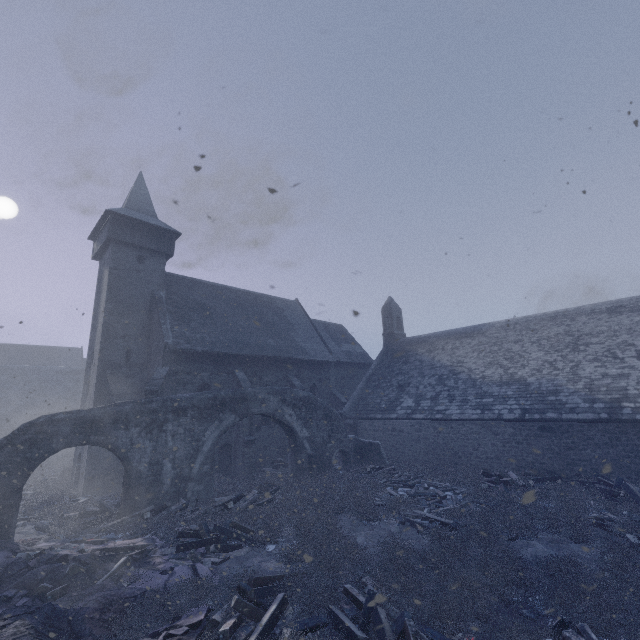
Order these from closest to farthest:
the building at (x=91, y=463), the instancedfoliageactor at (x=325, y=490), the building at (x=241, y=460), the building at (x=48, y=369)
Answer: the instancedfoliageactor at (x=325, y=490) < the building at (x=48, y=369) < the building at (x=91, y=463) < the building at (x=241, y=460)

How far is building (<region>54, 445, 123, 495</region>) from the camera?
15.7 meters

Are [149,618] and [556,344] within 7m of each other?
no

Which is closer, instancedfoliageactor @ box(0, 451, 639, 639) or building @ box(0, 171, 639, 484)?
instancedfoliageactor @ box(0, 451, 639, 639)

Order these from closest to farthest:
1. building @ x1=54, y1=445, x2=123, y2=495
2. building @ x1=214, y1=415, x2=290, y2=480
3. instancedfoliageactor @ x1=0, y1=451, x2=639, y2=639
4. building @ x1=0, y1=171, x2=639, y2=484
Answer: instancedfoliageactor @ x1=0, y1=451, x2=639, y2=639, building @ x1=0, y1=171, x2=639, y2=484, building @ x1=54, y1=445, x2=123, y2=495, building @ x1=214, y1=415, x2=290, y2=480

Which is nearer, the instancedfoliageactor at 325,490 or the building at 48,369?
the instancedfoliageactor at 325,490
